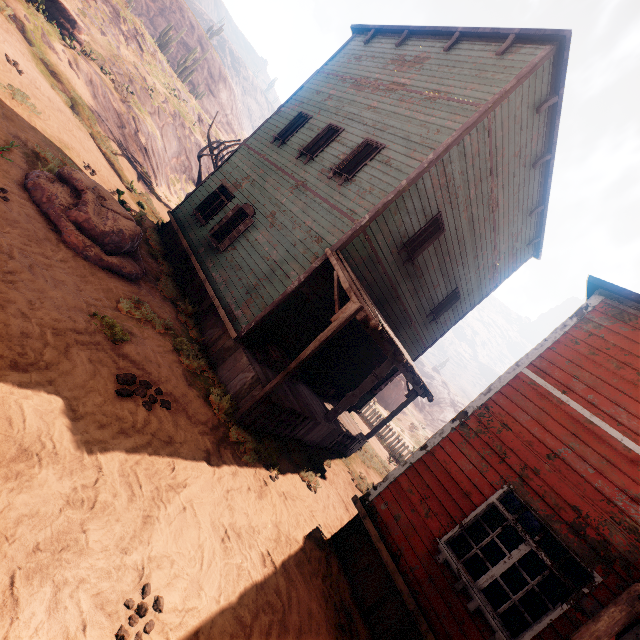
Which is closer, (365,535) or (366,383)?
(365,535)

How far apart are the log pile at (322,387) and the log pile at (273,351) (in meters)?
1.17

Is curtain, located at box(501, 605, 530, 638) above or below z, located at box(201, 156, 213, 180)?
below

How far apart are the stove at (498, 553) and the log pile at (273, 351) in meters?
8.4

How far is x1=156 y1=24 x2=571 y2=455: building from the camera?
7.6m

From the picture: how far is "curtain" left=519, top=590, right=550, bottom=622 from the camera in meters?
4.4

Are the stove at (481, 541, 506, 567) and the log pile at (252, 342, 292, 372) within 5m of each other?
no

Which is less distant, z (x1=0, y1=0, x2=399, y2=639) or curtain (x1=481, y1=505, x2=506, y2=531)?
z (x1=0, y1=0, x2=399, y2=639)
